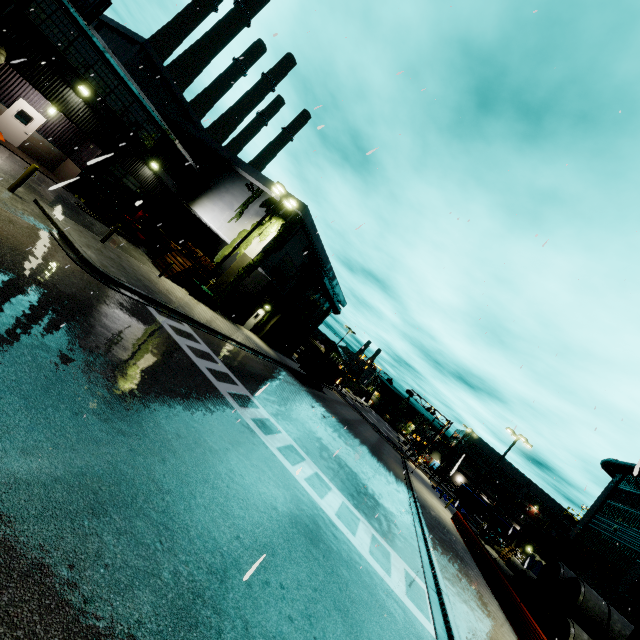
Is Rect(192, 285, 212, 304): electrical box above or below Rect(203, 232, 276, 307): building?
below

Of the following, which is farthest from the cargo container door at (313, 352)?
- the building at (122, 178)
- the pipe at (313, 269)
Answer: the pipe at (313, 269)

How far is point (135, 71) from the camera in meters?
36.9 m

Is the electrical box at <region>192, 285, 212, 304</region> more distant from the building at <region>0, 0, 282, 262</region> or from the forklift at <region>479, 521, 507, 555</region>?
the forklift at <region>479, 521, 507, 555</region>

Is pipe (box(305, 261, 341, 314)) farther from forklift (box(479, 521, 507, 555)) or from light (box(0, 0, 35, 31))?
forklift (box(479, 521, 507, 555))

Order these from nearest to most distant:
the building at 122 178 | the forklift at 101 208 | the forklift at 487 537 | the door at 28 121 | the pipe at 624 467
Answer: the building at 122 178 < the door at 28 121 < the forklift at 101 208 < the pipe at 624 467 < the forklift at 487 537

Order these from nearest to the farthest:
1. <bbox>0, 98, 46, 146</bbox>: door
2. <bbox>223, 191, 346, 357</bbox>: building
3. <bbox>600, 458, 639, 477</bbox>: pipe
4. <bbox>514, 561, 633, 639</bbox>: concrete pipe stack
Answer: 1. <bbox>514, 561, 633, 639</bbox>: concrete pipe stack
2. <bbox>0, 98, 46, 146</bbox>: door
3. <bbox>600, 458, 639, 477</bbox>: pipe
4. <bbox>223, 191, 346, 357</bbox>: building

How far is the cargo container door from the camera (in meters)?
31.12
